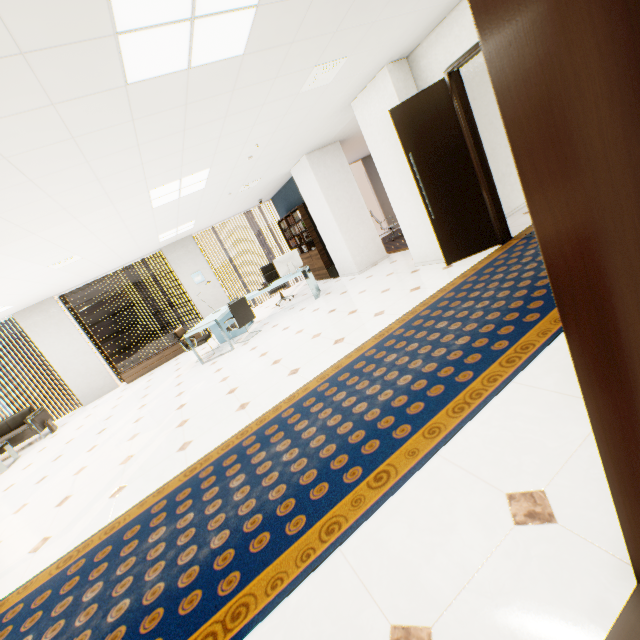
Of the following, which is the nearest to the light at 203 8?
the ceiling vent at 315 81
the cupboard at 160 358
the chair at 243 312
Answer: the ceiling vent at 315 81

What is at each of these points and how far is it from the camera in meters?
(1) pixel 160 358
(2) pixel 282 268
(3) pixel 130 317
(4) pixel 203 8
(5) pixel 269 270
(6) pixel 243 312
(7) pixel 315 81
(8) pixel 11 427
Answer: (1) cupboard, 9.3
(2) monitor, 7.6
(3) building, 58.6
(4) light, 2.1
(5) chair, 9.3
(6) chair, 7.0
(7) ceiling vent, 3.9
(8) sofa, 7.8

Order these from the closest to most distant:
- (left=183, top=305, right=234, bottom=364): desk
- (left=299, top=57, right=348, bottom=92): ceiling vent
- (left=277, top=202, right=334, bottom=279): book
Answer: (left=299, top=57, right=348, bottom=92): ceiling vent < (left=183, top=305, right=234, bottom=364): desk < (left=277, top=202, right=334, bottom=279): book

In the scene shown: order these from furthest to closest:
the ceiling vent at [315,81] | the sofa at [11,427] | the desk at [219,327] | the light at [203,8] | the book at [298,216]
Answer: the book at [298,216] → the sofa at [11,427] → the desk at [219,327] → the ceiling vent at [315,81] → the light at [203,8]

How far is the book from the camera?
8.95m

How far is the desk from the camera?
6.7m

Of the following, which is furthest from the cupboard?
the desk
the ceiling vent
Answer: the ceiling vent

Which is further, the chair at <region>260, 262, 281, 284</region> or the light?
the chair at <region>260, 262, 281, 284</region>
